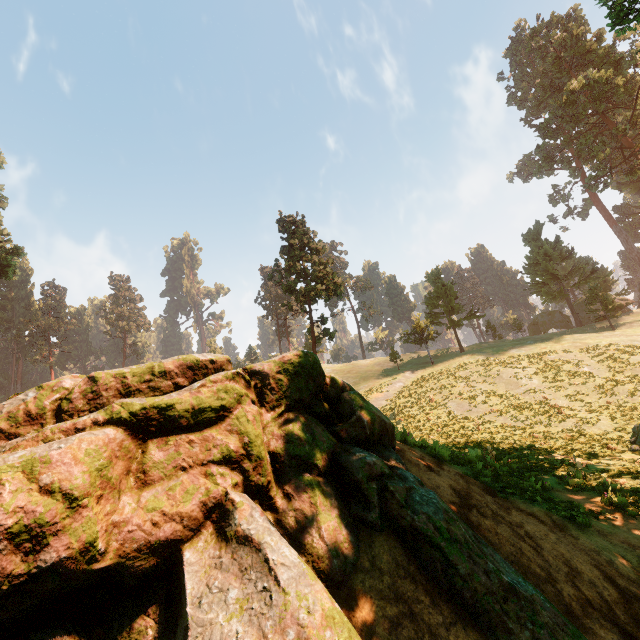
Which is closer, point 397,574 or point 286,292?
point 397,574

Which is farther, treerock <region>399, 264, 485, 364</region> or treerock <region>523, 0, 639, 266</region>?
treerock <region>399, 264, 485, 364</region>

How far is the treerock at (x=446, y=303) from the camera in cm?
4459

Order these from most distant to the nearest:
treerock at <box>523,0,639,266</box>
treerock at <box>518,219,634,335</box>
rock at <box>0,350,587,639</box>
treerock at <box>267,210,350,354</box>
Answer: treerock at <box>523,0,639,266</box>
treerock at <box>518,219,634,335</box>
treerock at <box>267,210,350,354</box>
rock at <box>0,350,587,639</box>
